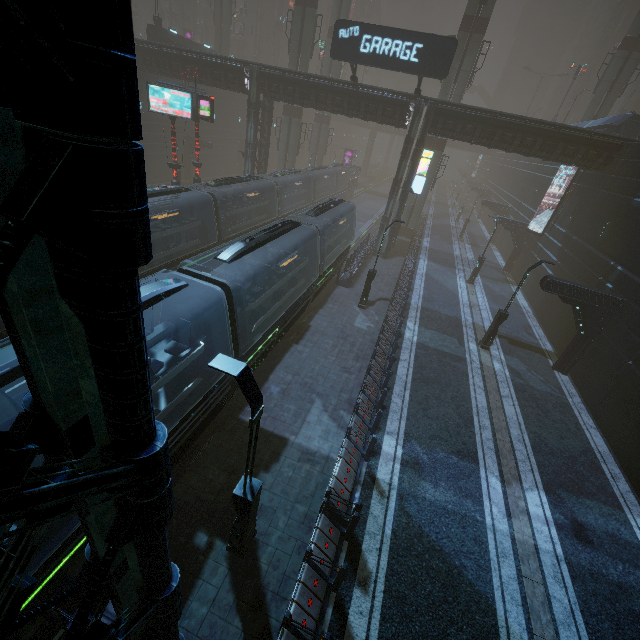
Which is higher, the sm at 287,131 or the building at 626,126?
the building at 626,126

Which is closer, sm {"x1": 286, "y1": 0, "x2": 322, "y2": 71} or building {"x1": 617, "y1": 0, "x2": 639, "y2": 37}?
sm {"x1": 286, "y1": 0, "x2": 322, "y2": 71}

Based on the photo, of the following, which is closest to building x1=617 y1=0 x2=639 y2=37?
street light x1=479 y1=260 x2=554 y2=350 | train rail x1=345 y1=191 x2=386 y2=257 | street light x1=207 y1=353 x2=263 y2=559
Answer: train rail x1=345 y1=191 x2=386 y2=257

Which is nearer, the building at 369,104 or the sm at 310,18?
the building at 369,104

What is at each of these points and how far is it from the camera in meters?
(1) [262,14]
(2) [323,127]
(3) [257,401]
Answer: (1) building, 58.6
(2) sm, 44.0
(3) street light, 5.5

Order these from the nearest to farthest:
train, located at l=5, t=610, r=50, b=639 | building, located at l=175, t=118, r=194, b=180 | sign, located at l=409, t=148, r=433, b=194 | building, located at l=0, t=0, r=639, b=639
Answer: building, located at l=0, t=0, r=639, b=639 < train, located at l=5, t=610, r=50, b=639 < sign, located at l=409, t=148, r=433, b=194 < building, located at l=175, t=118, r=194, b=180

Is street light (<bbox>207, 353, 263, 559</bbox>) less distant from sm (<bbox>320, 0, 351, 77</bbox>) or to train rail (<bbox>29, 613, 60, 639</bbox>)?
train rail (<bbox>29, 613, 60, 639</bbox>)

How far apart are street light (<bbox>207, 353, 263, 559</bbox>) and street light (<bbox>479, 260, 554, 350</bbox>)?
15.65m
